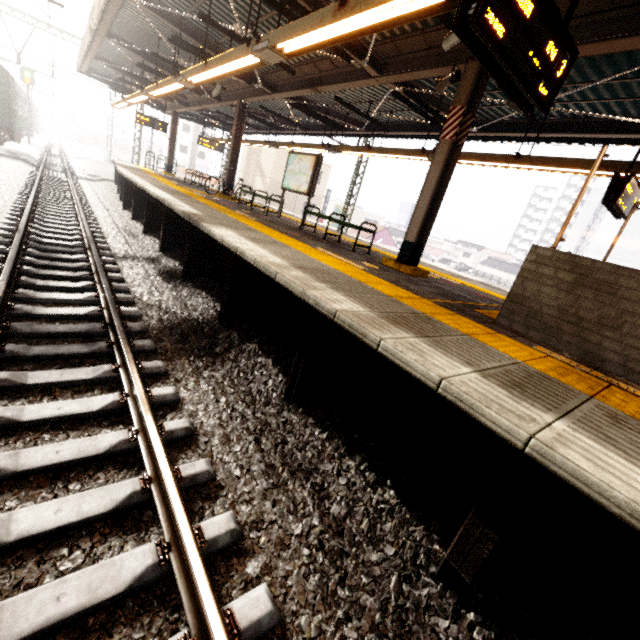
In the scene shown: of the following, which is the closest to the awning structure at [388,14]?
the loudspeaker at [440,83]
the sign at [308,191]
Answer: the loudspeaker at [440,83]

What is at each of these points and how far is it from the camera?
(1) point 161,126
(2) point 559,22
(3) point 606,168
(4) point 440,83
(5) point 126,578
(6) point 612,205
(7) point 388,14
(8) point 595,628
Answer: (1) sign, 17.2m
(2) sign, 2.6m
(3) awning structure, 6.1m
(4) loudspeaker, 5.9m
(5) train track, 1.7m
(6) sign, 5.6m
(7) awning structure, 3.5m
(8) platform underside, 1.9m

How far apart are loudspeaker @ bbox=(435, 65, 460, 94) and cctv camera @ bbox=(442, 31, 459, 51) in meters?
0.9 m

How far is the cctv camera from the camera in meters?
4.6

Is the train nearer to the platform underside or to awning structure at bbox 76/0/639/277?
awning structure at bbox 76/0/639/277

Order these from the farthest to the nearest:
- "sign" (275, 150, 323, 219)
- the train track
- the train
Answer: the train < "sign" (275, 150, 323, 219) < the train track

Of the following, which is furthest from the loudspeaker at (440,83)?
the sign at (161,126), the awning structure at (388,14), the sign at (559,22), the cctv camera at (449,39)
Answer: the sign at (161,126)

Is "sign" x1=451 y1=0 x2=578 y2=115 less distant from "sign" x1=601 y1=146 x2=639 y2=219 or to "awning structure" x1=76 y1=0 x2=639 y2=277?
"awning structure" x1=76 y1=0 x2=639 y2=277
